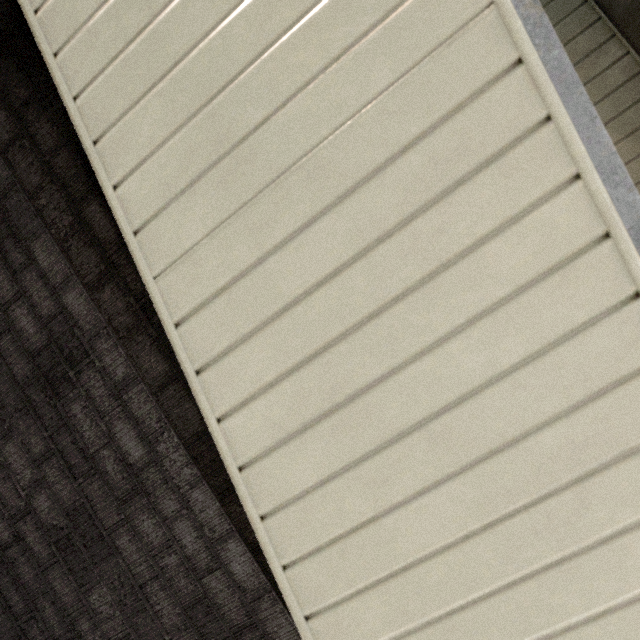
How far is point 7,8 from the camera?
1.1 meters
